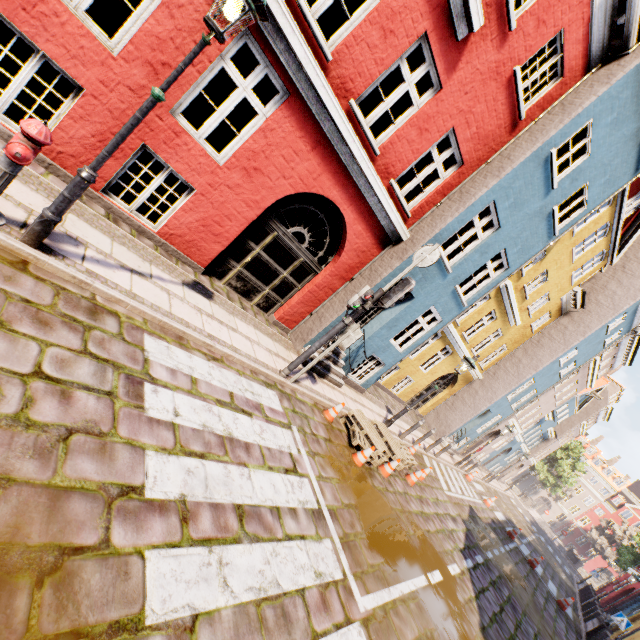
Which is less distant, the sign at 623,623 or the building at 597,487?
the sign at 623,623

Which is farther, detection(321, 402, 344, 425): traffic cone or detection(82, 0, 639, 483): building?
detection(321, 402, 344, 425): traffic cone

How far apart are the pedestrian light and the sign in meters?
19.1

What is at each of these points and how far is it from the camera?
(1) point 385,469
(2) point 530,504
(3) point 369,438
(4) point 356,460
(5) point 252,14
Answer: (1) traffic cone, 8.02m
(2) bridge, 46.12m
(3) pallet, 8.12m
(4) traffic cone, 7.07m
(5) street light, 3.09m

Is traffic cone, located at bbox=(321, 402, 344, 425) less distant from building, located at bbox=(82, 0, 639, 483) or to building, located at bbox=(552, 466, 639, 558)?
building, located at bbox=(82, 0, 639, 483)

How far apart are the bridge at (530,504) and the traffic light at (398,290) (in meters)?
54.47

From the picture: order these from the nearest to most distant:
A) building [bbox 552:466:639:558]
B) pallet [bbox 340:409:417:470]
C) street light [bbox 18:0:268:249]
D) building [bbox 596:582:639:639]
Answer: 1. street light [bbox 18:0:268:249]
2. pallet [bbox 340:409:417:470]
3. building [bbox 596:582:639:639]
4. building [bbox 552:466:639:558]

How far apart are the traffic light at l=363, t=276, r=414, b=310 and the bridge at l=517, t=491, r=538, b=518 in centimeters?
5447cm
